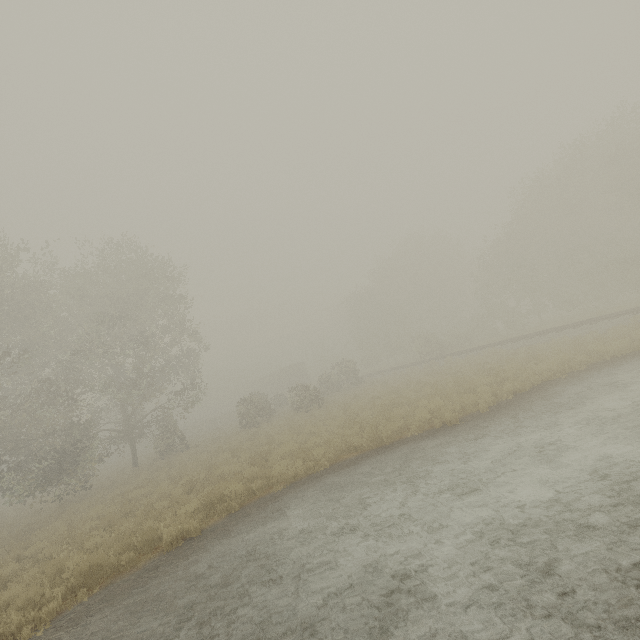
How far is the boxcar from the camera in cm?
5472

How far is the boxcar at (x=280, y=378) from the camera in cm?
5472

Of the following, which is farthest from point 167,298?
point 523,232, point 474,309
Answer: point 474,309
